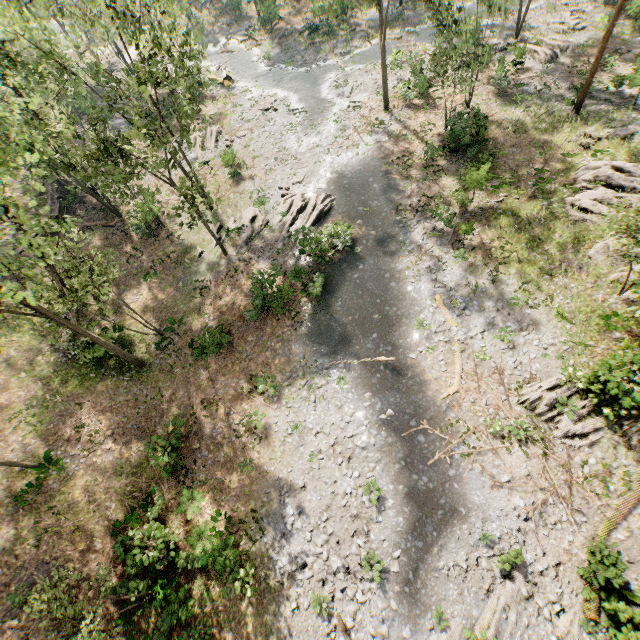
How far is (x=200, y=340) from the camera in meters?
20.5 m

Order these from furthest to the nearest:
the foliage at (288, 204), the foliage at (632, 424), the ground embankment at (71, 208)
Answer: → the ground embankment at (71, 208) → the foliage at (288, 204) → the foliage at (632, 424)

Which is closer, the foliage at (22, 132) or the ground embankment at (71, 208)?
the foliage at (22, 132)

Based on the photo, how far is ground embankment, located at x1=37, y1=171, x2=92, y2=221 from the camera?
28.3m

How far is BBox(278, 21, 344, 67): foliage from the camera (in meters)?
37.31

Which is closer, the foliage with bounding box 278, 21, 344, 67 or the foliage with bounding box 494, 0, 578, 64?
the foliage with bounding box 494, 0, 578, 64
